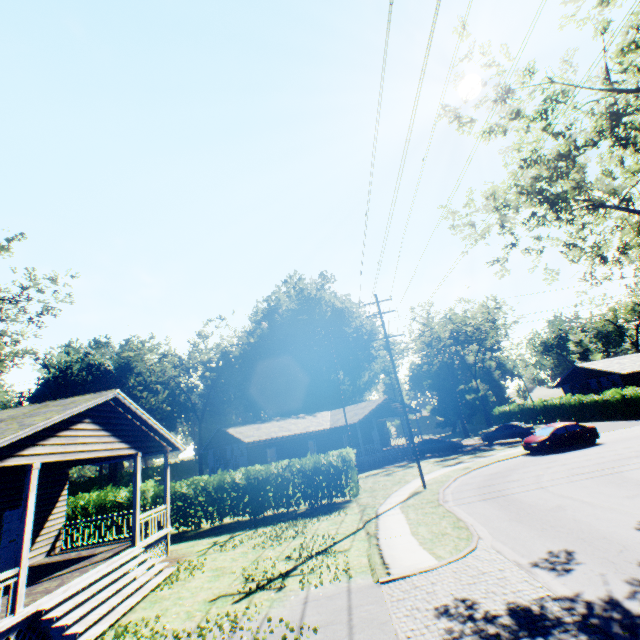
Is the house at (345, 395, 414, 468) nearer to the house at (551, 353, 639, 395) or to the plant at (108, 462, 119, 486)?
the house at (551, 353, 639, 395)

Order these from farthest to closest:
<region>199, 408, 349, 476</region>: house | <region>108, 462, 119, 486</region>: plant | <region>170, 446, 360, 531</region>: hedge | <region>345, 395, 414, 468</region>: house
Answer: <region>108, 462, 119, 486</region>: plant
<region>345, 395, 414, 468</region>: house
<region>199, 408, 349, 476</region>: house
<region>170, 446, 360, 531</region>: hedge

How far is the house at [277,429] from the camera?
30.8 meters

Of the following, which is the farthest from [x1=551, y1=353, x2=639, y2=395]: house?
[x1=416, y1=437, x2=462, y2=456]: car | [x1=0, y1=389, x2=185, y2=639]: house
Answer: [x1=0, y1=389, x2=185, y2=639]: house

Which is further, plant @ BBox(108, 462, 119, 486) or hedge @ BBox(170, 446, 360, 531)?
plant @ BBox(108, 462, 119, 486)

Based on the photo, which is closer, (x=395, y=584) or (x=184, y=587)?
(x=395, y=584)

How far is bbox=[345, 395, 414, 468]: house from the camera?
32.7 meters

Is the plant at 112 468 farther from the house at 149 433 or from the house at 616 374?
the house at 616 374
